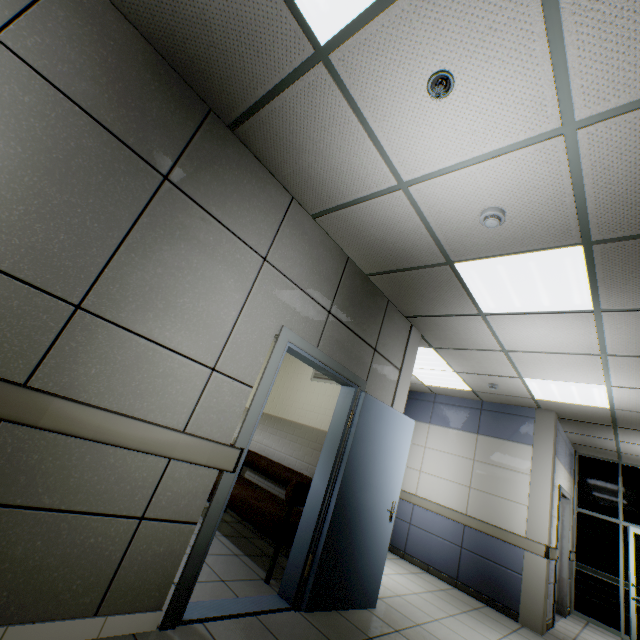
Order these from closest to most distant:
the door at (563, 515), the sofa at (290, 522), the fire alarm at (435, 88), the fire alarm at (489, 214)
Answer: the fire alarm at (435, 88) → the fire alarm at (489, 214) → the sofa at (290, 522) → the door at (563, 515)

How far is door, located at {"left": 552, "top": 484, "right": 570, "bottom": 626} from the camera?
5.5m

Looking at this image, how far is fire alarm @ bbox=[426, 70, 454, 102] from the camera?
1.69m

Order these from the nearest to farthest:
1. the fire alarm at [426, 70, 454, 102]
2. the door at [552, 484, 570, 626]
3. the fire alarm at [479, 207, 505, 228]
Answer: the fire alarm at [426, 70, 454, 102] < the fire alarm at [479, 207, 505, 228] < the door at [552, 484, 570, 626]

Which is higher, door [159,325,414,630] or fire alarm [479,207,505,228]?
fire alarm [479,207,505,228]

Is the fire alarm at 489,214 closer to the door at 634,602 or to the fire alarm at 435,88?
the fire alarm at 435,88

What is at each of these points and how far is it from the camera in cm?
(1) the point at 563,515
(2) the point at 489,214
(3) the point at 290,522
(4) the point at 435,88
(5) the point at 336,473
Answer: (1) door, 679
(2) fire alarm, 234
(3) sofa, 341
(4) fire alarm, 177
(5) door, 327

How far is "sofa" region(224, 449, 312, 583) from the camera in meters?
3.3
